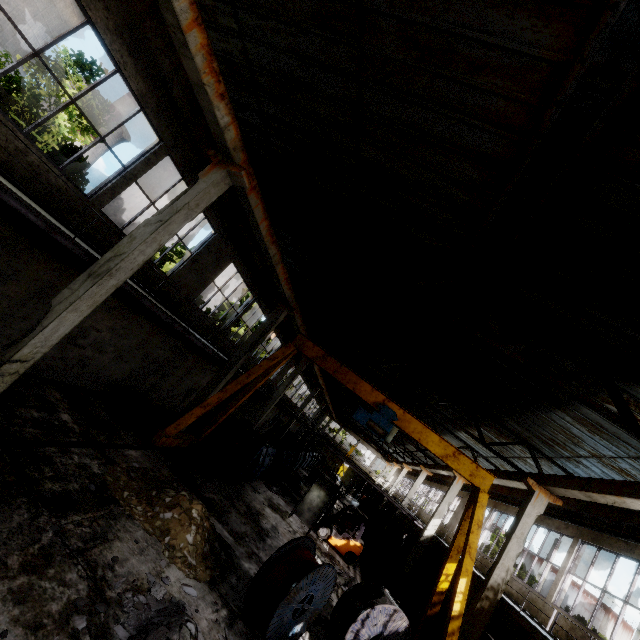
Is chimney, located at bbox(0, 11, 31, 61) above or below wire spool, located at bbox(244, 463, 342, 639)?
above

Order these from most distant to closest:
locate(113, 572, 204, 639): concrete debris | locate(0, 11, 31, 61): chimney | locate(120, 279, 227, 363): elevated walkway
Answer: locate(0, 11, 31, 61): chimney
locate(120, 279, 227, 363): elevated walkway
locate(113, 572, 204, 639): concrete debris

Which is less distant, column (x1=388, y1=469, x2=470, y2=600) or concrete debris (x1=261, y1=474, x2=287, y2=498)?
column (x1=388, y1=469, x2=470, y2=600)

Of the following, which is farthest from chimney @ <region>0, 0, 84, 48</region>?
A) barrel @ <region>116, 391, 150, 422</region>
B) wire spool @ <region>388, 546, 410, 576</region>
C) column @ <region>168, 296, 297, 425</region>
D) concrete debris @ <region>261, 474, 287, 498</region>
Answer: wire spool @ <region>388, 546, 410, 576</region>

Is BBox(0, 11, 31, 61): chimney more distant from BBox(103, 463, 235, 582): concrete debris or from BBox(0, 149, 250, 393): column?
BBox(103, 463, 235, 582): concrete debris

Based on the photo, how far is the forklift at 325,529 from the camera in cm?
1728

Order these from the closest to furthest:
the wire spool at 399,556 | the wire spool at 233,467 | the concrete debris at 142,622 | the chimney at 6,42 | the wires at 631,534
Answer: the concrete debris at 142,622 < the wires at 631,534 < the wire spool at 233,467 < the wire spool at 399,556 < the chimney at 6,42

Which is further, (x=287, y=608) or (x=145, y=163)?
(x=145, y=163)
